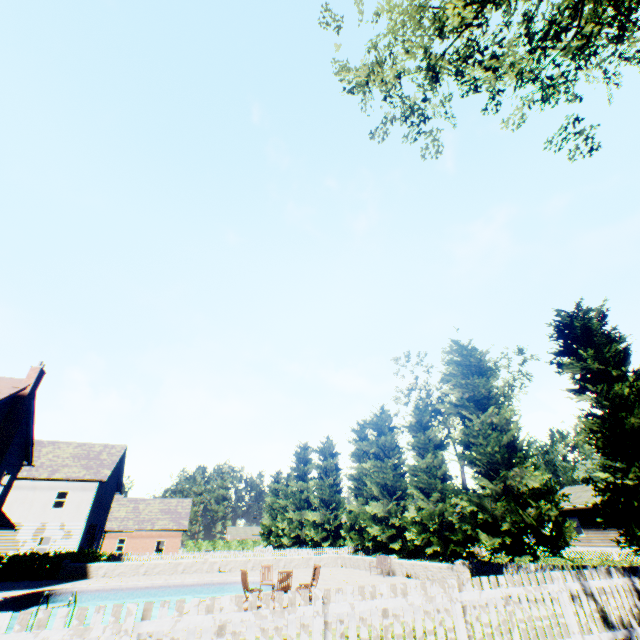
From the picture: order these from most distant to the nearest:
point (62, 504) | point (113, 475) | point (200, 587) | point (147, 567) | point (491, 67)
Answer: point (113, 475), point (62, 504), point (147, 567), point (200, 587), point (491, 67)

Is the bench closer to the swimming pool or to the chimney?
the swimming pool

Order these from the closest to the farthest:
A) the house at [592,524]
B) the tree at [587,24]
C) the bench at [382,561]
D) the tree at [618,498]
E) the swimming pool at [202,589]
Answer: the tree at [587,24]
the tree at [618,498]
the swimming pool at [202,589]
the bench at [382,561]
the house at [592,524]

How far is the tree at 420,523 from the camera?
16.55m

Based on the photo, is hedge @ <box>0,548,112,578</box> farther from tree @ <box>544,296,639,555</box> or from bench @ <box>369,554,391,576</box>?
bench @ <box>369,554,391,576</box>

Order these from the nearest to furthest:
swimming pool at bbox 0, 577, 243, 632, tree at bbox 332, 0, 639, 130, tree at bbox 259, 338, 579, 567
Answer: tree at bbox 332, 0, 639, 130, swimming pool at bbox 0, 577, 243, 632, tree at bbox 259, 338, 579, 567

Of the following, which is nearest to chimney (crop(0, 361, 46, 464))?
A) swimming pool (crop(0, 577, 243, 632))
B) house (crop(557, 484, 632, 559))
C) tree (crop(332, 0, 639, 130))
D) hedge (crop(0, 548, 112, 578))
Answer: swimming pool (crop(0, 577, 243, 632))

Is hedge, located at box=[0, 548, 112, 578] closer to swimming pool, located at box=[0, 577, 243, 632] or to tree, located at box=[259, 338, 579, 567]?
swimming pool, located at box=[0, 577, 243, 632]
